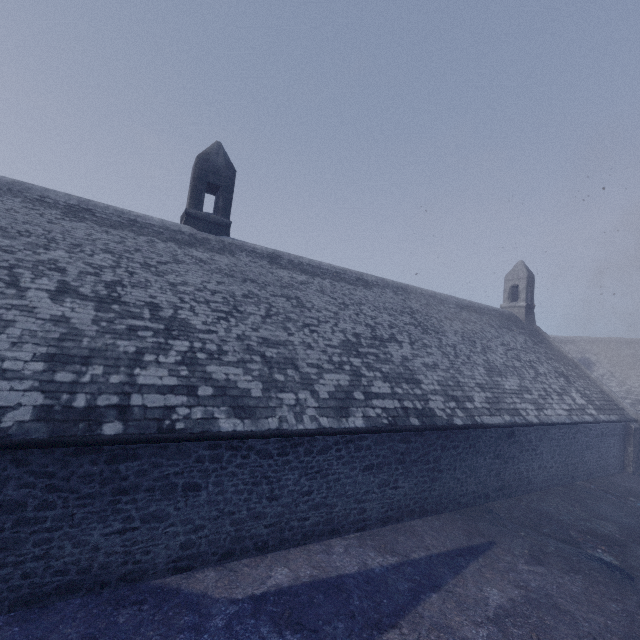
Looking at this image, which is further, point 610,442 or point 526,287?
point 526,287
